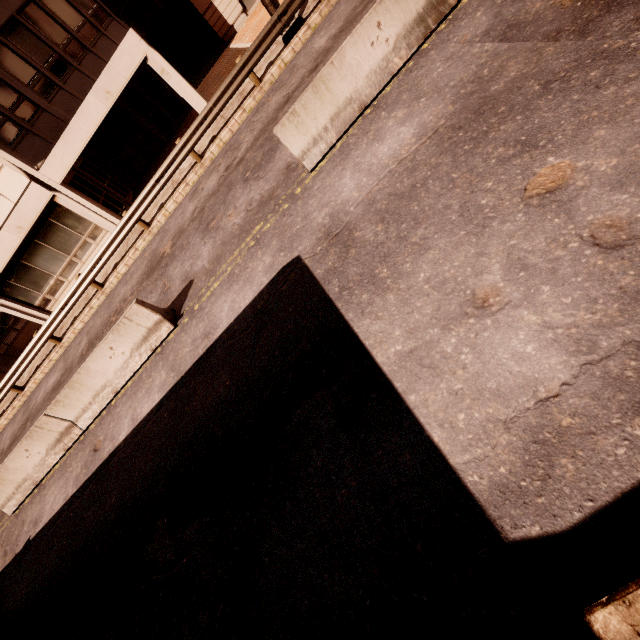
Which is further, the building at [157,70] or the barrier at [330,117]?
the building at [157,70]

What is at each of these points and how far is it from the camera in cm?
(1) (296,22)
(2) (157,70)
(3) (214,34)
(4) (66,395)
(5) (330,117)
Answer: (1) sign, 1139
(2) building, 1270
(3) building, 2133
(4) barrier, 793
(5) barrier, 631

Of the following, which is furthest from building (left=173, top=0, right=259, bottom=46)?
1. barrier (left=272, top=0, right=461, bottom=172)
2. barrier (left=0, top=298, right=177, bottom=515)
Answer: barrier (left=0, top=298, right=177, bottom=515)

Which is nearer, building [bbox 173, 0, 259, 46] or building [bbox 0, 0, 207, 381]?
building [bbox 0, 0, 207, 381]

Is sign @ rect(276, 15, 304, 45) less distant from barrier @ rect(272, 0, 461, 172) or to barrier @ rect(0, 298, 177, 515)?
barrier @ rect(272, 0, 461, 172)

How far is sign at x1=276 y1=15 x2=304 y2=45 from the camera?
11.4m

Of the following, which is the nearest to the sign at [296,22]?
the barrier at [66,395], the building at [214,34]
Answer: the barrier at [66,395]

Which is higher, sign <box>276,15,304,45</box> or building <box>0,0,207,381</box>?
building <box>0,0,207,381</box>
